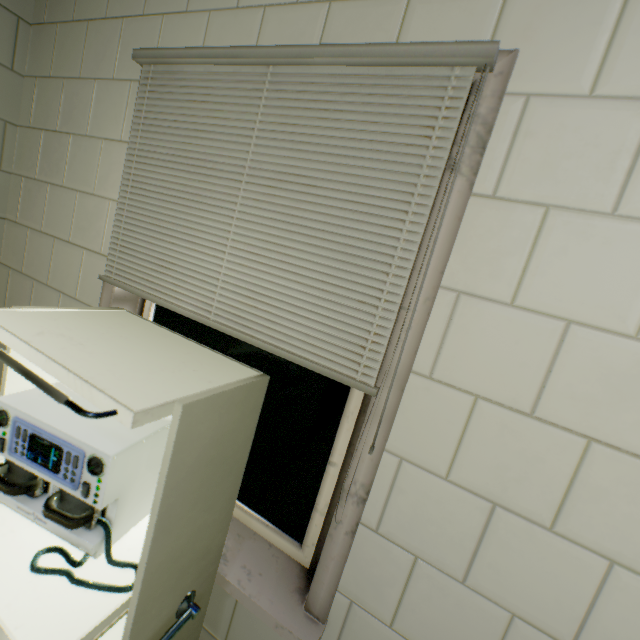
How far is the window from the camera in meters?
1.1

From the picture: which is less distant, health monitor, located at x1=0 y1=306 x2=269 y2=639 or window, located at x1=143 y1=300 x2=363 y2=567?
health monitor, located at x1=0 y1=306 x2=269 y2=639

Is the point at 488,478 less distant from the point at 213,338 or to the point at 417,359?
the point at 417,359

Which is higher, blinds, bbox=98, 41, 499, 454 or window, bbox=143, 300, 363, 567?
blinds, bbox=98, 41, 499, 454

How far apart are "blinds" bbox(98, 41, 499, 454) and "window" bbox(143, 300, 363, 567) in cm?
17

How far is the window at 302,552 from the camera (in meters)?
1.14

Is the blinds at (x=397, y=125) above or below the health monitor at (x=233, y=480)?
above

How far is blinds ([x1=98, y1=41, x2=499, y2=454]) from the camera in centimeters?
85cm
